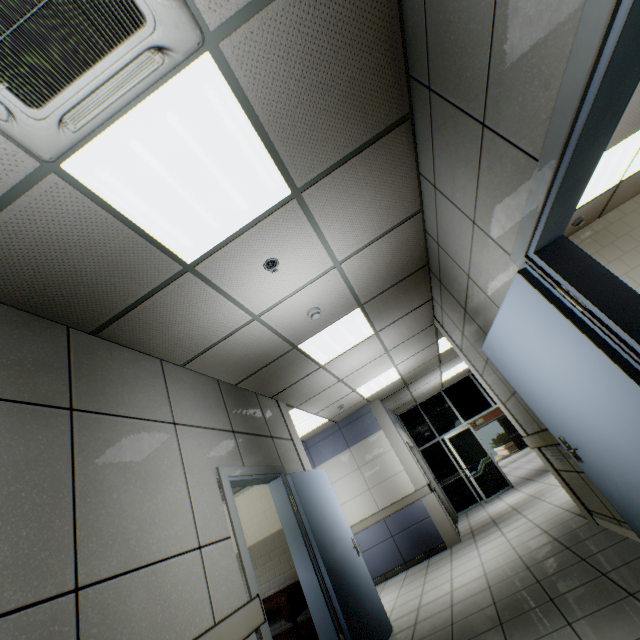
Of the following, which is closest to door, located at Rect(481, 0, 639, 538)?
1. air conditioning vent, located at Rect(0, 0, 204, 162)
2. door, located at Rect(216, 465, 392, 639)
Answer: air conditioning vent, located at Rect(0, 0, 204, 162)

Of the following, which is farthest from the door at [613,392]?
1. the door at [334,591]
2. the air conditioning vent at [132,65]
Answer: the door at [334,591]

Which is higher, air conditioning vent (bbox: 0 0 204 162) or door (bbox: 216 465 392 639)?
air conditioning vent (bbox: 0 0 204 162)

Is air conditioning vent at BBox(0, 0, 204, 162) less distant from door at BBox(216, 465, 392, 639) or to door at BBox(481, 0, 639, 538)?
door at BBox(481, 0, 639, 538)

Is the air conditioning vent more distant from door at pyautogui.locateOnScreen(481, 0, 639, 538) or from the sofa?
the sofa

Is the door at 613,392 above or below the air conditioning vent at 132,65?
below

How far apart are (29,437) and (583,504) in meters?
5.5

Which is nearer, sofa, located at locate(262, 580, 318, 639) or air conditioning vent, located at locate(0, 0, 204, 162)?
air conditioning vent, located at locate(0, 0, 204, 162)
